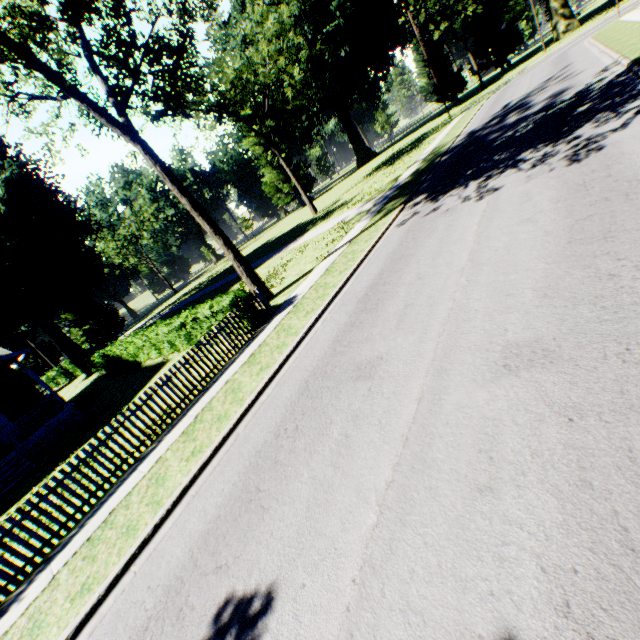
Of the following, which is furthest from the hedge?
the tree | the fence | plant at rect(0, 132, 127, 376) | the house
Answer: plant at rect(0, 132, 127, 376)

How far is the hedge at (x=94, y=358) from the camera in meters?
12.3

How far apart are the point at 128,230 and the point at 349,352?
66.0 meters

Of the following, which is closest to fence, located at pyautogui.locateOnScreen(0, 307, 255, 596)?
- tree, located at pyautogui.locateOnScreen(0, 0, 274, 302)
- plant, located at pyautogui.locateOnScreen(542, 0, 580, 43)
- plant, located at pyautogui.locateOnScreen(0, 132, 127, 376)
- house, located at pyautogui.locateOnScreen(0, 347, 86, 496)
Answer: tree, located at pyautogui.locateOnScreen(0, 0, 274, 302)

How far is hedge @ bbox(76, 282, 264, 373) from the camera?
12.3m

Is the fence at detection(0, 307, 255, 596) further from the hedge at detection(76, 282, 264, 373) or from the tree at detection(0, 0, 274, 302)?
the tree at detection(0, 0, 274, 302)

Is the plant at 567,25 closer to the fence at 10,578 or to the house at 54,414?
the fence at 10,578

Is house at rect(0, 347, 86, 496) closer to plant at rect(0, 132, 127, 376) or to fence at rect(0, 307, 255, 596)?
fence at rect(0, 307, 255, 596)
